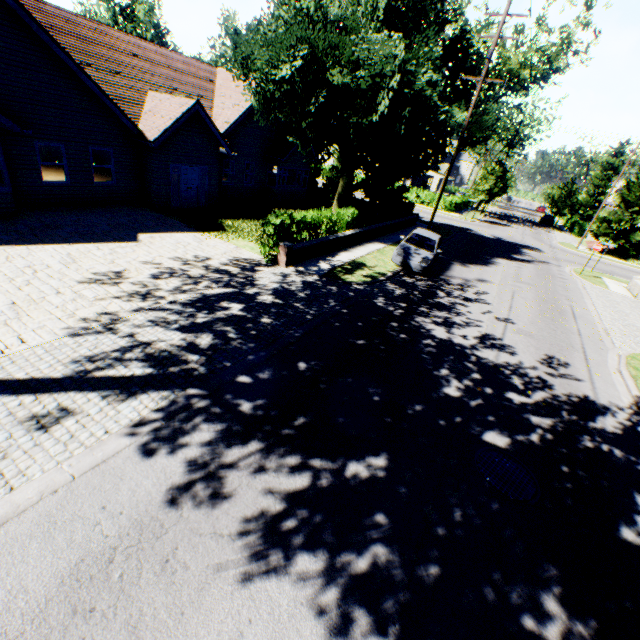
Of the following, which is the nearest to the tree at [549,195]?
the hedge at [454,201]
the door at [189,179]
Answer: the hedge at [454,201]

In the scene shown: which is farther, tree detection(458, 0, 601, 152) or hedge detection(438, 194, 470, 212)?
hedge detection(438, 194, 470, 212)

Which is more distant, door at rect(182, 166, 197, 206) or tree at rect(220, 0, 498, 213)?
door at rect(182, 166, 197, 206)

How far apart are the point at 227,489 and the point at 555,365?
10.70m

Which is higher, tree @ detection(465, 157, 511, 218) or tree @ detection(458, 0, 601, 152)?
tree @ detection(458, 0, 601, 152)

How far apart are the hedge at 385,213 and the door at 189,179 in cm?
883

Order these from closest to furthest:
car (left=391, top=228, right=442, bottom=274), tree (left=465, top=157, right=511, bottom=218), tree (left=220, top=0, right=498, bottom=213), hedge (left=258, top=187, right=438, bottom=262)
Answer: hedge (left=258, top=187, right=438, bottom=262) < tree (left=220, top=0, right=498, bottom=213) < car (left=391, top=228, right=442, bottom=274) < tree (left=465, top=157, right=511, bottom=218)

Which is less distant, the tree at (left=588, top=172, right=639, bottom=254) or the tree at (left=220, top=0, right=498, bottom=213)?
the tree at (left=220, top=0, right=498, bottom=213)
